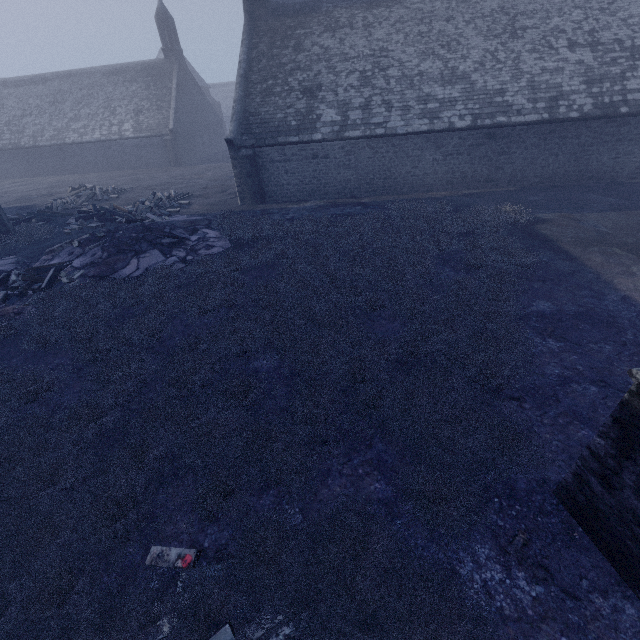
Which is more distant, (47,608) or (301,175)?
(301,175)

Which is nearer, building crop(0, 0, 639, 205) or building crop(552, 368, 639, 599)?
building crop(552, 368, 639, 599)

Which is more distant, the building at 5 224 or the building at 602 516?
the building at 5 224
